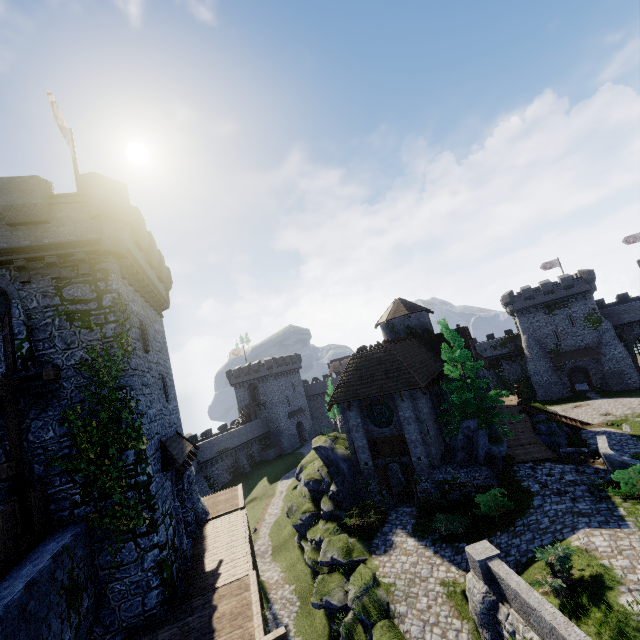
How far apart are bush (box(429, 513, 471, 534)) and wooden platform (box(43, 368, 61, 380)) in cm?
1858

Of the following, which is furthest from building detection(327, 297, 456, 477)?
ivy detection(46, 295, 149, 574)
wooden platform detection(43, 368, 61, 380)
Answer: wooden platform detection(43, 368, 61, 380)

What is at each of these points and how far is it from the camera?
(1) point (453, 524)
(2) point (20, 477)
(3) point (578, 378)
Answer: (1) bush, 17.03m
(2) wooden post, 10.74m
(3) building, 53.09m

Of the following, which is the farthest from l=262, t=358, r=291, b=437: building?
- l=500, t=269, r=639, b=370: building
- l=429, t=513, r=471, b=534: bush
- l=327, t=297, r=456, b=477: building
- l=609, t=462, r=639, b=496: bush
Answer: l=609, t=462, r=639, b=496: bush

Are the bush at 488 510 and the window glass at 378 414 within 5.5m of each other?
no

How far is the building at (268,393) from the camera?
58.8m

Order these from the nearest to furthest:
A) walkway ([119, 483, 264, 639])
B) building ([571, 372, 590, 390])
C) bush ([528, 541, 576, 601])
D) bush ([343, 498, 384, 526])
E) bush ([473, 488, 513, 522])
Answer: walkway ([119, 483, 264, 639]), bush ([528, 541, 576, 601]), bush ([473, 488, 513, 522]), bush ([343, 498, 384, 526]), building ([571, 372, 590, 390])

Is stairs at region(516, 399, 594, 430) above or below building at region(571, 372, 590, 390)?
above
